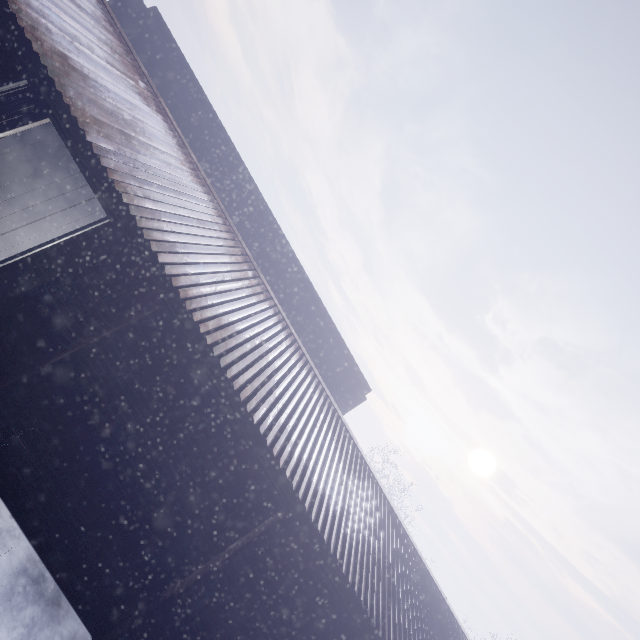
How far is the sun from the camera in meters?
57.4

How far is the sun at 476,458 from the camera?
57.4 meters

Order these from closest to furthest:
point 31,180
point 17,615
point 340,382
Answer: point 17,615 < point 31,180 < point 340,382
